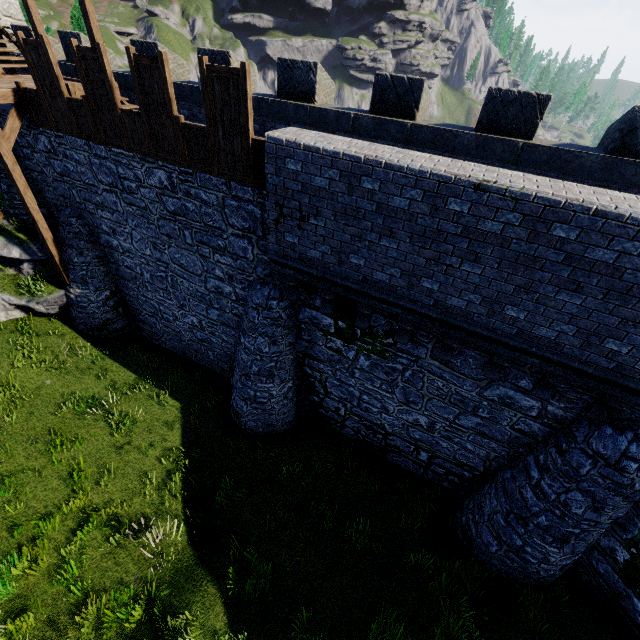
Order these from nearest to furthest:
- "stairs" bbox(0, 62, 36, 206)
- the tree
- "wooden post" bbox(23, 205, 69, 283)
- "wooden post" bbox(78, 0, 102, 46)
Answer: "stairs" bbox(0, 62, 36, 206), "wooden post" bbox(78, 0, 102, 46), "wooden post" bbox(23, 205, 69, 283), the tree

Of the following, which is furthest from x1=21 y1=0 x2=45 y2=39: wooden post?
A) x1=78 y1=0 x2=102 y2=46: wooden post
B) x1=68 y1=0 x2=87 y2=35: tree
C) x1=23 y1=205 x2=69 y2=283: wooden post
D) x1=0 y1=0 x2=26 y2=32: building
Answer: x1=68 y1=0 x2=87 y2=35: tree

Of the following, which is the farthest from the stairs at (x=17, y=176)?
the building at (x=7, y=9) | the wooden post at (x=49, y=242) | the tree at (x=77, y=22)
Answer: the tree at (x=77, y=22)

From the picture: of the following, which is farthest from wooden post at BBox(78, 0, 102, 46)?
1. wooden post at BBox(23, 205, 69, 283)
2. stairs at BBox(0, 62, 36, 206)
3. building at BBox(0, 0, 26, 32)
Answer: building at BBox(0, 0, 26, 32)

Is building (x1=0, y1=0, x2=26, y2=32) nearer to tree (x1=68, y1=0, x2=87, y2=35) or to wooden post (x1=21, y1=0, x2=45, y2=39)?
tree (x1=68, y1=0, x2=87, y2=35)

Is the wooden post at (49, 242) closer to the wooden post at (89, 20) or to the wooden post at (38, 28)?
the wooden post at (89, 20)

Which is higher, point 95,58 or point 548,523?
point 95,58

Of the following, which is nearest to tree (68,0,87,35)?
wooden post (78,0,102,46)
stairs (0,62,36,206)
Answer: stairs (0,62,36,206)
